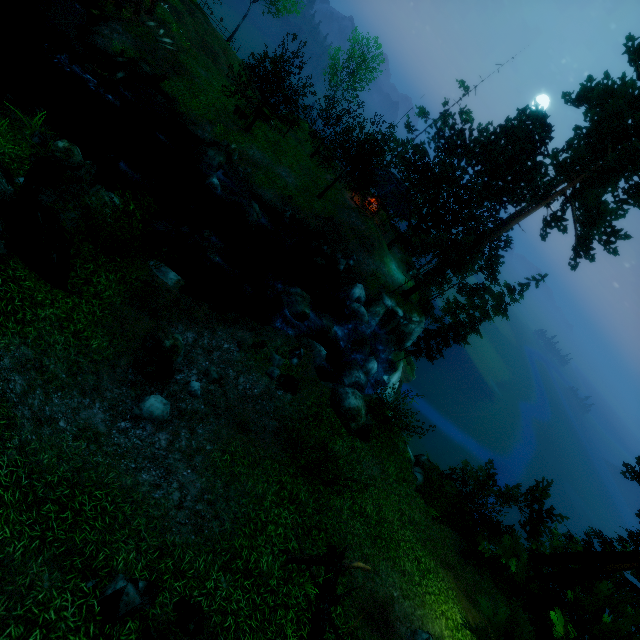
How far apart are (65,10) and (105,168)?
15.18m

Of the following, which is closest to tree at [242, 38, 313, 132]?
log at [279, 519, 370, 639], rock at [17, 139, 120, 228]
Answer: log at [279, 519, 370, 639]

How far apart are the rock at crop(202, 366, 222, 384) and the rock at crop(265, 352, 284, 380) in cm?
171

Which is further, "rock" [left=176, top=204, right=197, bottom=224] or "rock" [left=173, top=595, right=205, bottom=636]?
"rock" [left=176, top=204, right=197, bottom=224]

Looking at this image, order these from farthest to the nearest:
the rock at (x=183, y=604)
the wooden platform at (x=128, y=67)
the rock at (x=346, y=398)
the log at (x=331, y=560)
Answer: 1. the wooden platform at (x=128, y=67)
2. the rock at (x=346, y=398)
3. the log at (x=331, y=560)
4. the rock at (x=183, y=604)

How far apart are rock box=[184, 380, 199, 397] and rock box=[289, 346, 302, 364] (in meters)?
2.62

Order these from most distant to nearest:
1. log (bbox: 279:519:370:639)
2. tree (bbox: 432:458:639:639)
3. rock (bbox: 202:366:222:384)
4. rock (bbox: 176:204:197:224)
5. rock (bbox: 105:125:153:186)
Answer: rock (bbox: 176:204:197:224)
rock (bbox: 105:125:153:186)
rock (bbox: 202:366:222:384)
log (bbox: 279:519:370:639)
tree (bbox: 432:458:639:639)

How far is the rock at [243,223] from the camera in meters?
21.1 m
